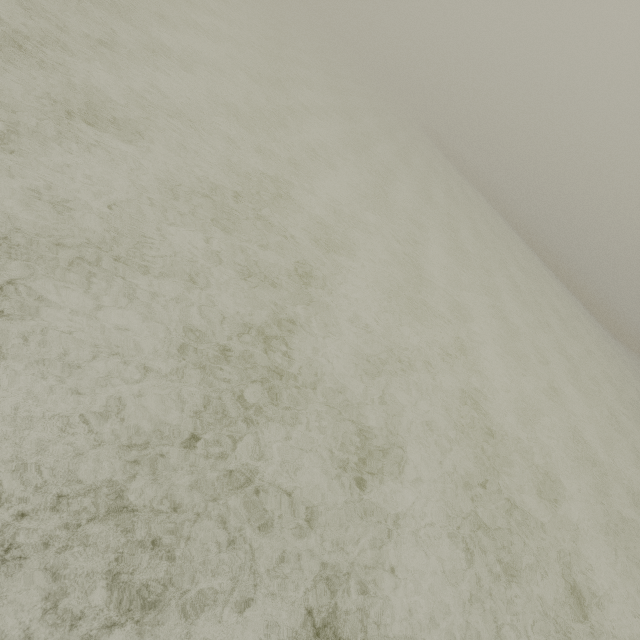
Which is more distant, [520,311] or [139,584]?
[520,311]
